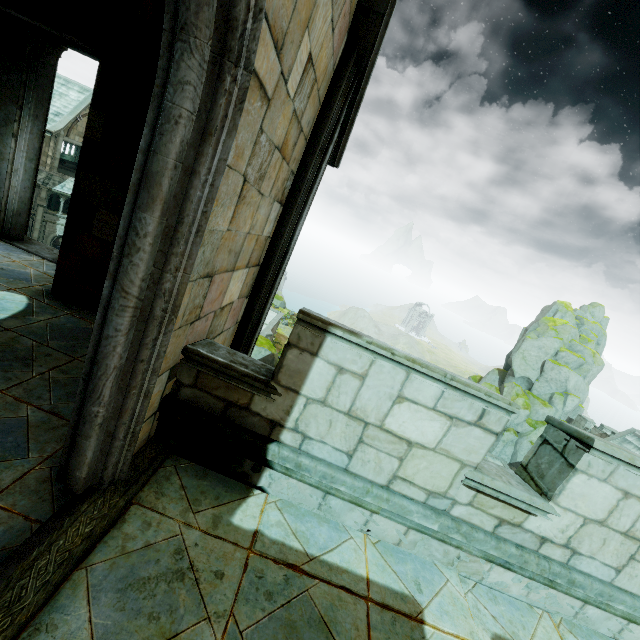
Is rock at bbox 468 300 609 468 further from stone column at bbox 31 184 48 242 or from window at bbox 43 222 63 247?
stone column at bbox 31 184 48 242

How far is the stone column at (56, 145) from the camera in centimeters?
3390cm

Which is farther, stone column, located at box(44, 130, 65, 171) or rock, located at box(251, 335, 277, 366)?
stone column, located at box(44, 130, 65, 171)

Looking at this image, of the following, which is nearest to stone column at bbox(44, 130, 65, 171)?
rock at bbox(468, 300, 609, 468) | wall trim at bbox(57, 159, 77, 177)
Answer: wall trim at bbox(57, 159, 77, 177)

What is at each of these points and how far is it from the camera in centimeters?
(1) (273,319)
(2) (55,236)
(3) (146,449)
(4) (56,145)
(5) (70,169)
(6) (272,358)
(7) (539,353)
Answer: (1) bridge arch, 3888cm
(2) window, 3647cm
(3) trim, 316cm
(4) stone column, 3412cm
(5) wall trim, 3819cm
(6) rock, 2678cm
(7) rock, 3706cm

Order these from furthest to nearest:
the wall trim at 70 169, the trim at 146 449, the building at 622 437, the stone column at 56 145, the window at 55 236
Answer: the wall trim at 70 169 < the window at 55 236 < the stone column at 56 145 < the building at 622 437 < the trim at 146 449

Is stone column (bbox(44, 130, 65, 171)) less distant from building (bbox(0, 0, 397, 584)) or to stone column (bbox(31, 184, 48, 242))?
stone column (bbox(31, 184, 48, 242))

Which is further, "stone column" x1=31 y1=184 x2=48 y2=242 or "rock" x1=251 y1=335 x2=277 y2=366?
"stone column" x1=31 y1=184 x2=48 y2=242
